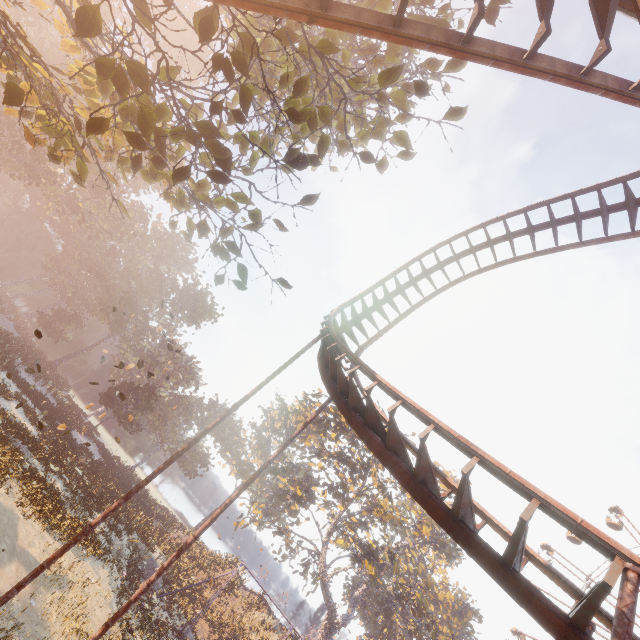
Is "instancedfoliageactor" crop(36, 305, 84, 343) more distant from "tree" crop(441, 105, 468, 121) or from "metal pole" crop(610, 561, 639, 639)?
"tree" crop(441, 105, 468, 121)

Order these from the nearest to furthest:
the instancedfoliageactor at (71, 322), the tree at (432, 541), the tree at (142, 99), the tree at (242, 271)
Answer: the tree at (142, 99) < the tree at (242, 271) < the tree at (432, 541) < the instancedfoliageactor at (71, 322)

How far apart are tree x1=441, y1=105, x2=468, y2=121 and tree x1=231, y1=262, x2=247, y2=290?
7.51m

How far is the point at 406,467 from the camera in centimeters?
661cm

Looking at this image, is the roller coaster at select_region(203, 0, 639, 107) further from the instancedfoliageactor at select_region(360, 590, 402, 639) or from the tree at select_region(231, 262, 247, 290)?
the instancedfoliageactor at select_region(360, 590, 402, 639)

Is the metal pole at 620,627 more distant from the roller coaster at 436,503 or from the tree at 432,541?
the tree at 432,541

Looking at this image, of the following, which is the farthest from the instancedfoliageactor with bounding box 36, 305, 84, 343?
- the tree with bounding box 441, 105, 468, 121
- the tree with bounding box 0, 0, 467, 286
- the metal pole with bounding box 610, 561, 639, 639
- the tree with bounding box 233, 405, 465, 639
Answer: the tree with bounding box 441, 105, 468, 121

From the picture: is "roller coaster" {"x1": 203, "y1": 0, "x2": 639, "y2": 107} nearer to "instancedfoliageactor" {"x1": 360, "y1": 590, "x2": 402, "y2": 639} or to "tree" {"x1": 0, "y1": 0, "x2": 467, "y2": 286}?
"tree" {"x1": 0, "y1": 0, "x2": 467, "y2": 286}
